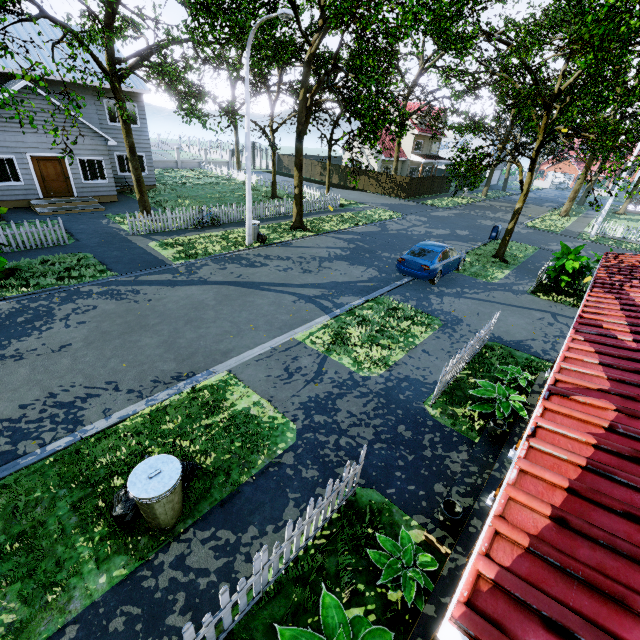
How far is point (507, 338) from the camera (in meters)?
10.30

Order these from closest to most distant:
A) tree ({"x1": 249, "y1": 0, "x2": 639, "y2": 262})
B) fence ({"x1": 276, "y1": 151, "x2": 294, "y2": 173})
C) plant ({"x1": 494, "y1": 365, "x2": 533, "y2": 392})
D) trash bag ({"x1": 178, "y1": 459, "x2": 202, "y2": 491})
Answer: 1. trash bag ({"x1": 178, "y1": 459, "x2": 202, "y2": 491})
2. plant ({"x1": 494, "y1": 365, "x2": 533, "y2": 392})
3. tree ({"x1": 249, "y1": 0, "x2": 639, "y2": 262})
4. fence ({"x1": 276, "y1": 151, "x2": 294, "y2": 173})

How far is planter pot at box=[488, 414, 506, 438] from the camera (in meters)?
6.12

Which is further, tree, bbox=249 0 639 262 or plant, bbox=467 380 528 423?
tree, bbox=249 0 639 262

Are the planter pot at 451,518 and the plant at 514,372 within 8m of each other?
yes

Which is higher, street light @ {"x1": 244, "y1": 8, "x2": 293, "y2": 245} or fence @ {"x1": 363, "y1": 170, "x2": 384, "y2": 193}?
street light @ {"x1": 244, "y1": 8, "x2": 293, "y2": 245}

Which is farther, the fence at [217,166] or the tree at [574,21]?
the fence at [217,166]

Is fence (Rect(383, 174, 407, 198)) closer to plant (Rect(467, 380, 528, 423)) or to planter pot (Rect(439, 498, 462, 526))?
planter pot (Rect(439, 498, 462, 526))
